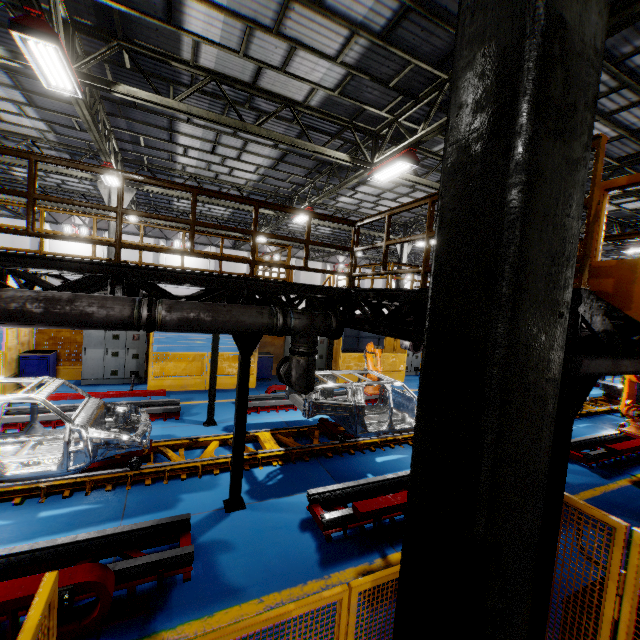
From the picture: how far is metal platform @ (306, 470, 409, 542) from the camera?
5.26m

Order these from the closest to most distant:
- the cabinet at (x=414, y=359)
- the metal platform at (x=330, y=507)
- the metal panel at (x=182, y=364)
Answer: the metal platform at (x=330, y=507) < the metal panel at (x=182, y=364) < the cabinet at (x=414, y=359)

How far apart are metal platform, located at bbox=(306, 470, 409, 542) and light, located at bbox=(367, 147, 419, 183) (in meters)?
7.45

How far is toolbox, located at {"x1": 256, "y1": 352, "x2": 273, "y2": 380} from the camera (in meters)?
14.45

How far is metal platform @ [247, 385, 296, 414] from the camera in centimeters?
1059cm

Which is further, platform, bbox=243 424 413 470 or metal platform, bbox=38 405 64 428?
metal platform, bbox=38 405 64 428

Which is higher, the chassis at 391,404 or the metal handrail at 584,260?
the metal handrail at 584,260

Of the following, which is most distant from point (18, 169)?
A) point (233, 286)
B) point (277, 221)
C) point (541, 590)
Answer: point (541, 590)
